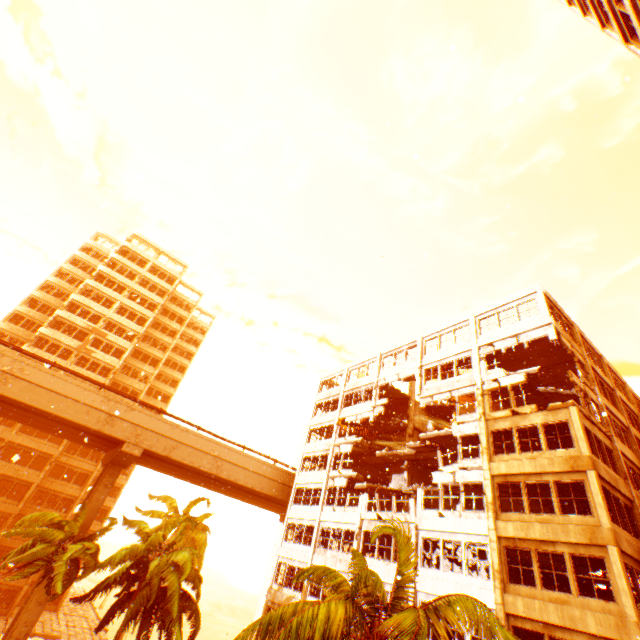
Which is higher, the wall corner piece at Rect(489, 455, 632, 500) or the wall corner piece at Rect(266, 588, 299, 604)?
the wall corner piece at Rect(489, 455, 632, 500)

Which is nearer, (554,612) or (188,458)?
(554,612)

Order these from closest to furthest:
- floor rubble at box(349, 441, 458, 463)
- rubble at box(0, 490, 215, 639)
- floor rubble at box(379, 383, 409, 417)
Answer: rubble at box(0, 490, 215, 639), floor rubble at box(349, 441, 458, 463), floor rubble at box(379, 383, 409, 417)

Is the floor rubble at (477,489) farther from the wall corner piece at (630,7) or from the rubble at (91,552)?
the rubble at (91,552)

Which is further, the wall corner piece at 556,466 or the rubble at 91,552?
the rubble at 91,552

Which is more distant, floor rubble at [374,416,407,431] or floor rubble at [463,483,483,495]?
floor rubble at [374,416,407,431]

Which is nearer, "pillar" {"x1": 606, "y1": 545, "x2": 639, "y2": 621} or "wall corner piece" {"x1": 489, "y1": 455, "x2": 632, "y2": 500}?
"pillar" {"x1": 606, "y1": 545, "x2": 639, "y2": 621}

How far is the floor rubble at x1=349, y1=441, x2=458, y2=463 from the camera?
24.2m
